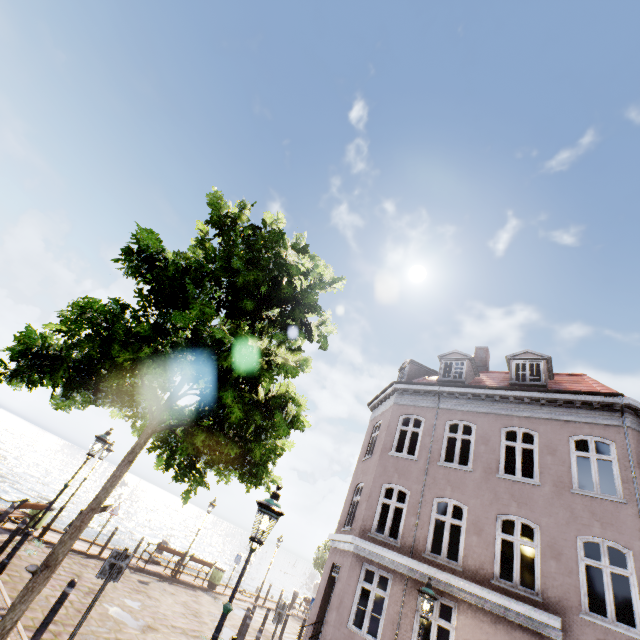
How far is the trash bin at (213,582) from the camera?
17.88m

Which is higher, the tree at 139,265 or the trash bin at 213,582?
the tree at 139,265

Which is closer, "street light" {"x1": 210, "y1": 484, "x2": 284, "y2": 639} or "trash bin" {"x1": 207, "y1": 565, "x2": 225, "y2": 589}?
"street light" {"x1": 210, "y1": 484, "x2": 284, "y2": 639}

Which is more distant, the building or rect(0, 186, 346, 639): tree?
the building

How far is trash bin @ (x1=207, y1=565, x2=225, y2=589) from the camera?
17.88m

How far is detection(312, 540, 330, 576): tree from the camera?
31.6 meters

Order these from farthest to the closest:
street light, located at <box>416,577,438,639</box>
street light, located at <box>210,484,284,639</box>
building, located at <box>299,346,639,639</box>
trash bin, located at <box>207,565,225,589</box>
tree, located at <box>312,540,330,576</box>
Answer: tree, located at <box>312,540,330,576</box>, trash bin, located at <box>207,565,225,589</box>, building, located at <box>299,346,639,639</box>, street light, located at <box>416,577,438,639</box>, street light, located at <box>210,484,284,639</box>

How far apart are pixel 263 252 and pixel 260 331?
2.4m
